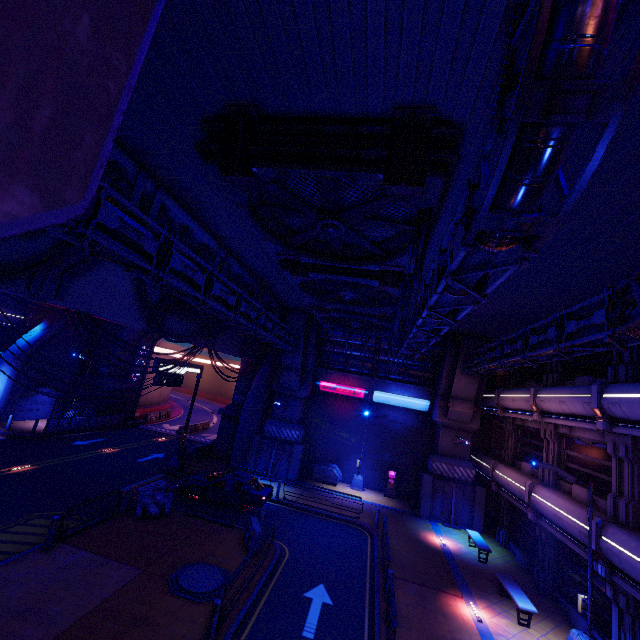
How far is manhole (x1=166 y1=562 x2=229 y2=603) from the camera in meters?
10.4

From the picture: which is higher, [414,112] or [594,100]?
[414,112]

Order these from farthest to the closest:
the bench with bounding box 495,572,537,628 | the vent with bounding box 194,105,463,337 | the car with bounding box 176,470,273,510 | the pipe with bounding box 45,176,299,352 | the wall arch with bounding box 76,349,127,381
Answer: the wall arch with bounding box 76,349,127,381 → the car with bounding box 176,470,273,510 → the bench with bounding box 495,572,537,628 → the pipe with bounding box 45,176,299,352 → the vent with bounding box 194,105,463,337

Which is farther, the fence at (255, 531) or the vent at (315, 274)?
the fence at (255, 531)

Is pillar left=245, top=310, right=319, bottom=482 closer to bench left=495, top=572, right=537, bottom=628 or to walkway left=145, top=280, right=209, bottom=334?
walkway left=145, top=280, right=209, bottom=334

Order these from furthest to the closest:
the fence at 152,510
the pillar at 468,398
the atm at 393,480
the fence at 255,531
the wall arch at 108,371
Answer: the wall arch at 108,371, the atm at 393,480, the pillar at 468,398, the fence at 152,510, the fence at 255,531

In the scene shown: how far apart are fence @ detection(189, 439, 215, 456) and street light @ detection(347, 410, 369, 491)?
11.8m

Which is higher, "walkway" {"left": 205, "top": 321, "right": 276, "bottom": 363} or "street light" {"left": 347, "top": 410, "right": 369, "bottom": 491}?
"walkway" {"left": 205, "top": 321, "right": 276, "bottom": 363}
